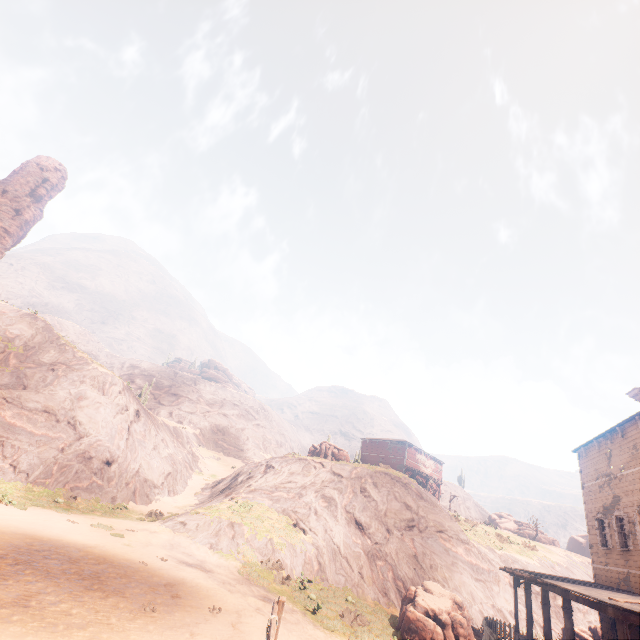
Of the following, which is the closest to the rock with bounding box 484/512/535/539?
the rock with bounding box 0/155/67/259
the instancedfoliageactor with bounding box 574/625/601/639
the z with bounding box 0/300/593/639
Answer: the z with bounding box 0/300/593/639

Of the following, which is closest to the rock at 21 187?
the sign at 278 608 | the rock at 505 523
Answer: the rock at 505 523

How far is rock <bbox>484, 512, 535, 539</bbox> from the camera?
51.3m

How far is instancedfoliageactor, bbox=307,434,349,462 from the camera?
33.94m

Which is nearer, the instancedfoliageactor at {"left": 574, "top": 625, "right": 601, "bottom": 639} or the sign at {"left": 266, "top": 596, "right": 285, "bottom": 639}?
the sign at {"left": 266, "top": 596, "right": 285, "bottom": 639}

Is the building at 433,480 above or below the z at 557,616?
above

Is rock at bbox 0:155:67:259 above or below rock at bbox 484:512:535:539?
above

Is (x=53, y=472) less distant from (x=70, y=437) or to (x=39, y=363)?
(x=70, y=437)
